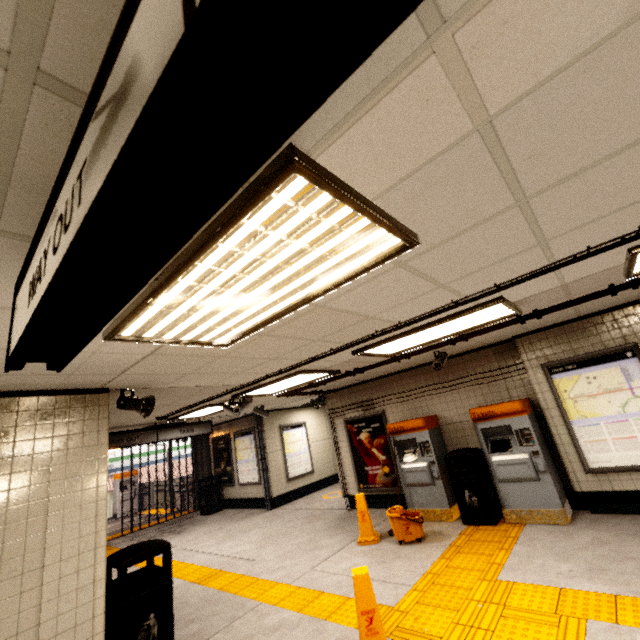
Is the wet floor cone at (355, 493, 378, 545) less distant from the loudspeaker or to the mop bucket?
the mop bucket

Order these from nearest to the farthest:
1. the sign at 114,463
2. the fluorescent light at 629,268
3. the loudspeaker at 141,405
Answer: the fluorescent light at 629,268 < the loudspeaker at 141,405 < the sign at 114,463

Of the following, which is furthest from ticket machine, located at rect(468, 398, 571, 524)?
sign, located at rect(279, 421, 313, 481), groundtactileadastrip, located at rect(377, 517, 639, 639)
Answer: sign, located at rect(279, 421, 313, 481)

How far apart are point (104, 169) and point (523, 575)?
5.39m

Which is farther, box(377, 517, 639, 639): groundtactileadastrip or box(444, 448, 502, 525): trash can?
box(444, 448, 502, 525): trash can

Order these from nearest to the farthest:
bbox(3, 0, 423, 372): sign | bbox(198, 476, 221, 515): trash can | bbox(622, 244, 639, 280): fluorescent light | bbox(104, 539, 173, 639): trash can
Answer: bbox(3, 0, 423, 372): sign < bbox(622, 244, 639, 280): fluorescent light < bbox(104, 539, 173, 639): trash can < bbox(198, 476, 221, 515): trash can

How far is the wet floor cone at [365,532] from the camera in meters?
5.7

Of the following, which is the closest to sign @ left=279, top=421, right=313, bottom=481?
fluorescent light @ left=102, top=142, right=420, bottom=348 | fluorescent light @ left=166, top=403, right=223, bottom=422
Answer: fluorescent light @ left=166, top=403, right=223, bottom=422
